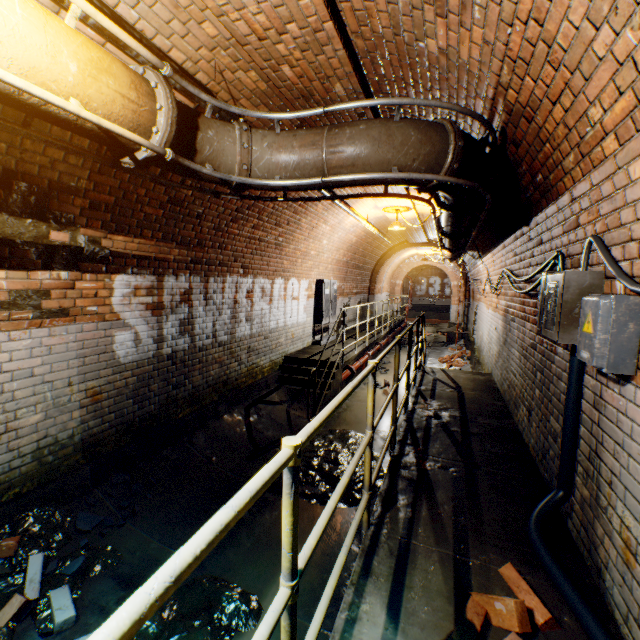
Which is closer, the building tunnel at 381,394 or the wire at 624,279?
the wire at 624,279

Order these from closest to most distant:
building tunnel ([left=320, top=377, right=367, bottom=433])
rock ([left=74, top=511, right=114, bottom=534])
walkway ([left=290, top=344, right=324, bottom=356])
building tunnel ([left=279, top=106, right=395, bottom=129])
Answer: rock ([left=74, top=511, right=114, bottom=534])
building tunnel ([left=279, top=106, right=395, bottom=129])
building tunnel ([left=320, top=377, right=367, bottom=433])
walkway ([left=290, top=344, right=324, bottom=356])

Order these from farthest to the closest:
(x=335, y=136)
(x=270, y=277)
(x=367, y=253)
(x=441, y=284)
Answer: (x=441, y=284) < (x=367, y=253) < (x=270, y=277) < (x=335, y=136)

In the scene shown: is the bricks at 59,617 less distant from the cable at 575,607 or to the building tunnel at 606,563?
the building tunnel at 606,563

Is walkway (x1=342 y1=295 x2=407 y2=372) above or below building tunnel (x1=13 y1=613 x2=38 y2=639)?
above

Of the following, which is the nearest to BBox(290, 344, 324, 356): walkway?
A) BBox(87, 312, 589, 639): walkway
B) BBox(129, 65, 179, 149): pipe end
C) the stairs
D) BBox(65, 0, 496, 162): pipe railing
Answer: the stairs

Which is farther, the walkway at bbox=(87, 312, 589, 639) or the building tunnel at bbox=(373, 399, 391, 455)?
the building tunnel at bbox=(373, 399, 391, 455)

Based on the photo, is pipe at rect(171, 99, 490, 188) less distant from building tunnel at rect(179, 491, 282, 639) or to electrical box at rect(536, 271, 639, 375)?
building tunnel at rect(179, 491, 282, 639)
